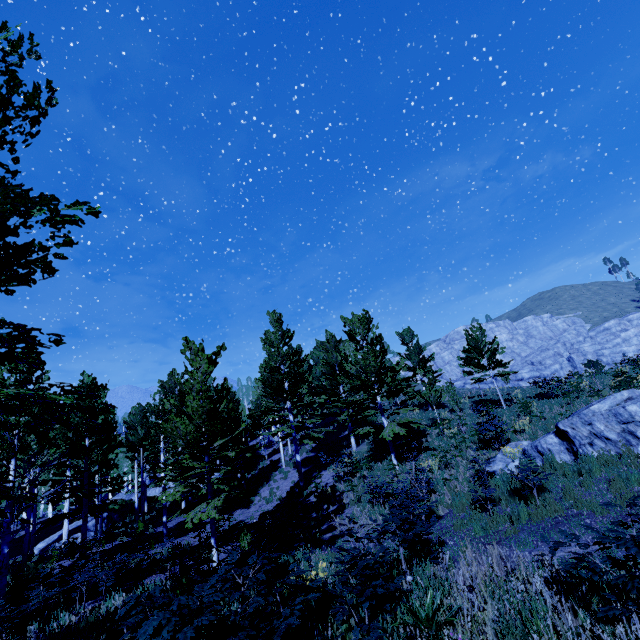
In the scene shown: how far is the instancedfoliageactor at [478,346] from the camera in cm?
2081

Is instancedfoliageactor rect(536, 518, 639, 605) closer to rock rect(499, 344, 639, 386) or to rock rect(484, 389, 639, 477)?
rock rect(484, 389, 639, 477)

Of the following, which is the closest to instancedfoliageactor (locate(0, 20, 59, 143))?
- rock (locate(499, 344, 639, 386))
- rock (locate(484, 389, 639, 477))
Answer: rock (locate(484, 389, 639, 477))

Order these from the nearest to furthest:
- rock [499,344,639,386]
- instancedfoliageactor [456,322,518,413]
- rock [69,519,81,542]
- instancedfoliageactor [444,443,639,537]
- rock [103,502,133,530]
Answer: instancedfoliageactor [444,443,639,537] → instancedfoliageactor [456,322,518,413] → rock [69,519,81,542] → rock [103,502,133,530] → rock [499,344,639,386]

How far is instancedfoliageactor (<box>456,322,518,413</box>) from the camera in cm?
2081

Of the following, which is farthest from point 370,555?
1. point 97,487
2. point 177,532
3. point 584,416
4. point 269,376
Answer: point 269,376

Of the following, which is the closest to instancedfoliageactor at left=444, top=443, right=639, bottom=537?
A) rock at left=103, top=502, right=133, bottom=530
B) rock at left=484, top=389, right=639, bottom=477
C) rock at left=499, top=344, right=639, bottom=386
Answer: rock at left=103, top=502, right=133, bottom=530

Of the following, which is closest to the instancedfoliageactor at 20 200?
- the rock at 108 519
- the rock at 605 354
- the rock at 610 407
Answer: the rock at 108 519
